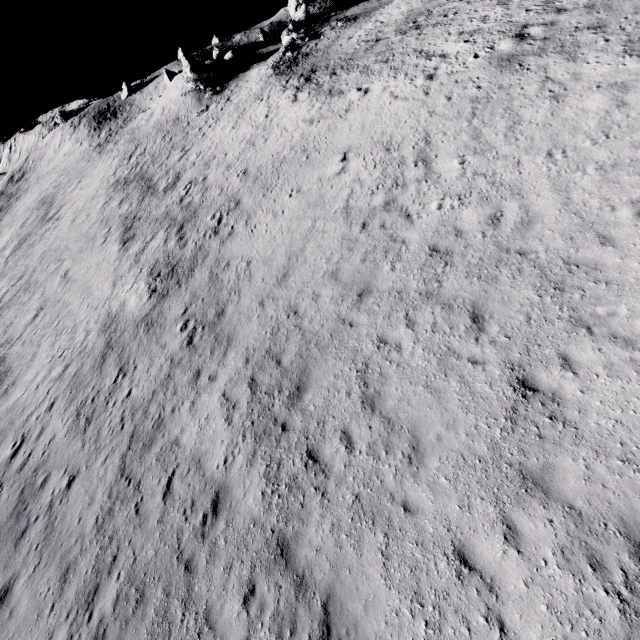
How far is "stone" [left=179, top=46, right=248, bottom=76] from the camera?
44.0 meters

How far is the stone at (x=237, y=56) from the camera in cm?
4402

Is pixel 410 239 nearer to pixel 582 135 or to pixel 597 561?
pixel 582 135
